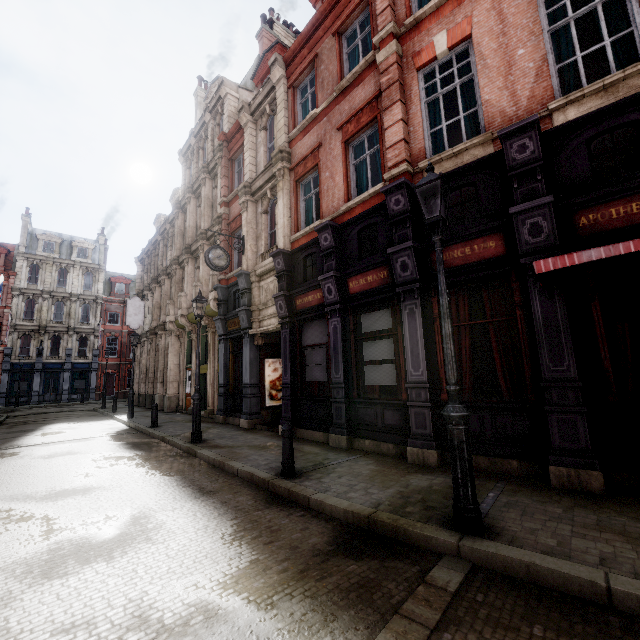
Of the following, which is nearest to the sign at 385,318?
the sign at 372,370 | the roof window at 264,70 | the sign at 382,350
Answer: the sign at 382,350

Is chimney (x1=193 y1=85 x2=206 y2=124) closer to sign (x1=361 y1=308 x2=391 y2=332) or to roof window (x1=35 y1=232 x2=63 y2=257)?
sign (x1=361 y1=308 x2=391 y2=332)

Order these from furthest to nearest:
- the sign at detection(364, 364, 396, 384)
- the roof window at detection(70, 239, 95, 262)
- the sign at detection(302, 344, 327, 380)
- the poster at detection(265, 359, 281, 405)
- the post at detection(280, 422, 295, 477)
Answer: the roof window at detection(70, 239, 95, 262) → the poster at detection(265, 359, 281, 405) → the sign at detection(302, 344, 327, 380) → the sign at detection(364, 364, 396, 384) → the post at detection(280, 422, 295, 477)

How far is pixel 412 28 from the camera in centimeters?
820cm

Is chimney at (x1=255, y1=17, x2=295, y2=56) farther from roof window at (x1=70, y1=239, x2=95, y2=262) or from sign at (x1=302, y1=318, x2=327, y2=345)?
roof window at (x1=70, y1=239, x2=95, y2=262)

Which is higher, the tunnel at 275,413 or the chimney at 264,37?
the chimney at 264,37

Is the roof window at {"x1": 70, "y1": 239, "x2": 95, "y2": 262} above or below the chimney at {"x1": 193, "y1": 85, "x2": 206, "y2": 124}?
below

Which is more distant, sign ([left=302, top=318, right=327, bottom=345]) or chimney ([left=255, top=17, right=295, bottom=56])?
chimney ([left=255, top=17, right=295, bottom=56])
